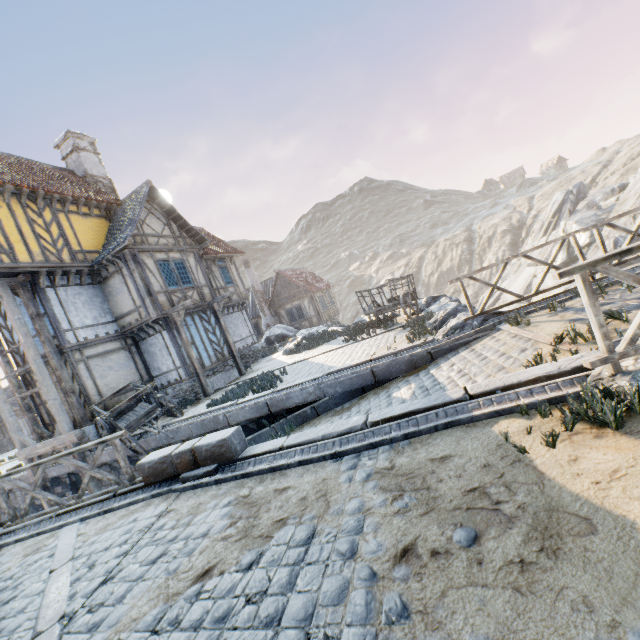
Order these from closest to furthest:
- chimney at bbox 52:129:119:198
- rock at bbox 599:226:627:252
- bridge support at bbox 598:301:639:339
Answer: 1. bridge support at bbox 598:301:639:339
2. chimney at bbox 52:129:119:198
3. rock at bbox 599:226:627:252

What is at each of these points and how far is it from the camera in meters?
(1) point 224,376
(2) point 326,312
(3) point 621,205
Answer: (1) stone foundation, 15.7
(2) building, 30.1
(3) rock, 25.4

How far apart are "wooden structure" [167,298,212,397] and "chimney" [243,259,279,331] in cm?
1496

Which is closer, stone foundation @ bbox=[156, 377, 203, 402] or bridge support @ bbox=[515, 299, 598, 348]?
bridge support @ bbox=[515, 299, 598, 348]

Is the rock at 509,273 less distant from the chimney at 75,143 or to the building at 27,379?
the building at 27,379

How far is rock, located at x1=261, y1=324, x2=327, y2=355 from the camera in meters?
17.9 m

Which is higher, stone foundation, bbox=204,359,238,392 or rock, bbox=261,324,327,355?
rock, bbox=261,324,327,355

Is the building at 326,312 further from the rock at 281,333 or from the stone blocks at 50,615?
the stone blocks at 50,615
